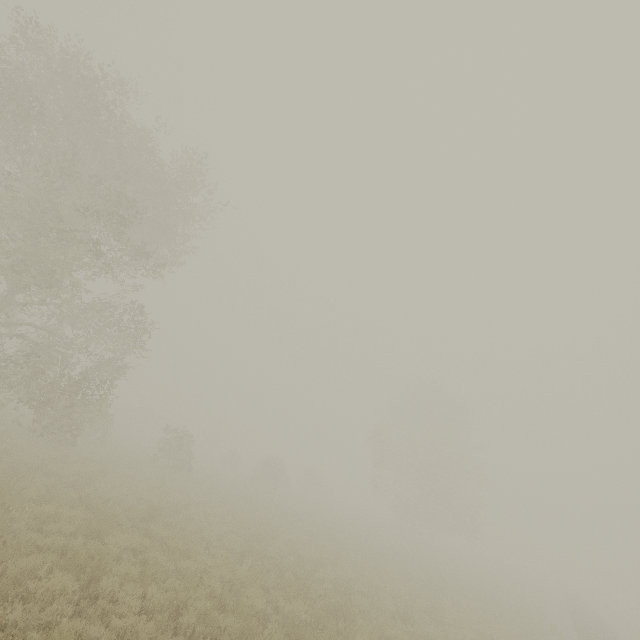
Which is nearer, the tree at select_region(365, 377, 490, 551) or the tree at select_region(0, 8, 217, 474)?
the tree at select_region(0, 8, 217, 474)

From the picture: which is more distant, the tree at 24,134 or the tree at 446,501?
the tree at 446,501

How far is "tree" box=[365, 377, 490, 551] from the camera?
35.2m

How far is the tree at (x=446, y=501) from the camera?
35.19m

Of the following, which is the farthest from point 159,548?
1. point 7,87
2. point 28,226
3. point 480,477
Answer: point 480,477
